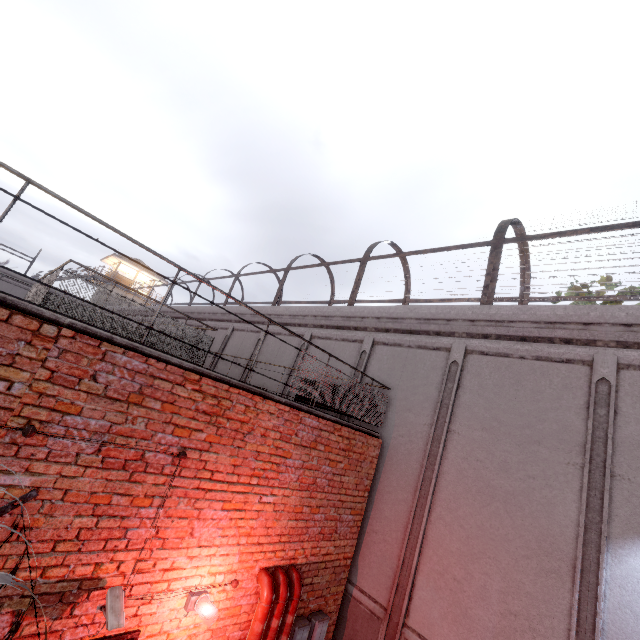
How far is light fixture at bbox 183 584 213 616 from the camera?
3.8 meters

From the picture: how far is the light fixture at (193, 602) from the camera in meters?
3.8 m

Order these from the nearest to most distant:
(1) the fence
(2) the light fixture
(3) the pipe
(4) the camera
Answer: (1) the fence, (4) the camera, (2) the light fixture, (3) the pipe

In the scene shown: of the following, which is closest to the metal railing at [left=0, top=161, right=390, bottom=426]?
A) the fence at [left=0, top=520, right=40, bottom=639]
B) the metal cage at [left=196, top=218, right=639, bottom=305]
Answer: the fence at [left=0, top=520, right=40, bottom=639]

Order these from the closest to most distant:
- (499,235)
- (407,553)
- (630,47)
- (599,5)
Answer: (407,553) < (499,235) < (630,47) < (599,5)

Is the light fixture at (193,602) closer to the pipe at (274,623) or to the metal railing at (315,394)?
the pipe at (274,623)

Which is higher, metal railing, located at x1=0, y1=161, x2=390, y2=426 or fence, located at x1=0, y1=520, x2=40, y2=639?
metal railing, located at x1=0, y1=161, x2=390, y2=426

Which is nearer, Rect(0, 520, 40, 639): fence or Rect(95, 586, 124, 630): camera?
Rect(0, 520, 40, 639): fence
